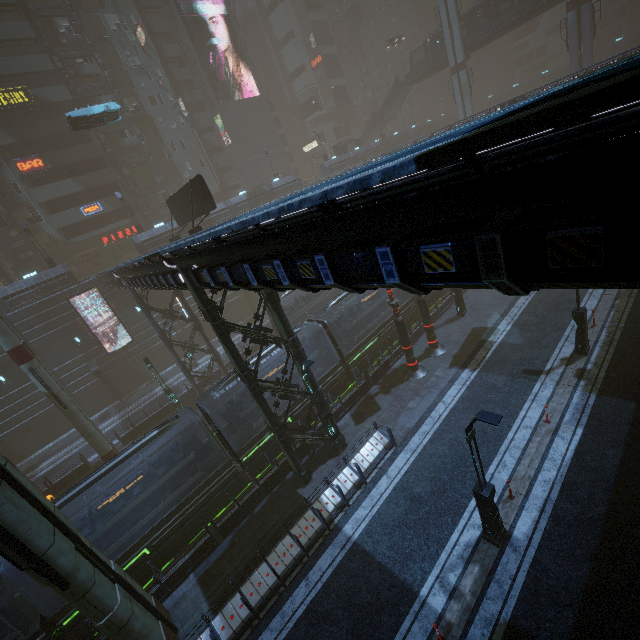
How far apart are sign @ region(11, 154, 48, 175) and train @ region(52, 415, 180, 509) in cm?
3740

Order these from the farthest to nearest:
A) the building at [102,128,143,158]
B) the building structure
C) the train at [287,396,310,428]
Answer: the building at [102,128,143,158] < the building structure < the train at [287,396,310,428]

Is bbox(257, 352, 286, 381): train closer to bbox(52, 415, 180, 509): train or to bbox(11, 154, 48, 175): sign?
bbox(52, 415, 180, 509): train

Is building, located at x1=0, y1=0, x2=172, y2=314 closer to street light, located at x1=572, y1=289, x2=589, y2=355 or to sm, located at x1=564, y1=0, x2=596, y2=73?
sm, located at x1=564, y1=0, x2=596, y2=73

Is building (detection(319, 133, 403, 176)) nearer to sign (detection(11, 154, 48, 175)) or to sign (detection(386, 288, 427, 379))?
sign (detection(11, 154, 48, 175))

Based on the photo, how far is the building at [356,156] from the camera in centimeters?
5012cm

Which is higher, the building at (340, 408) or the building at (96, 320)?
the building at (96, 320)

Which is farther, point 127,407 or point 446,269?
A: point 127,407
